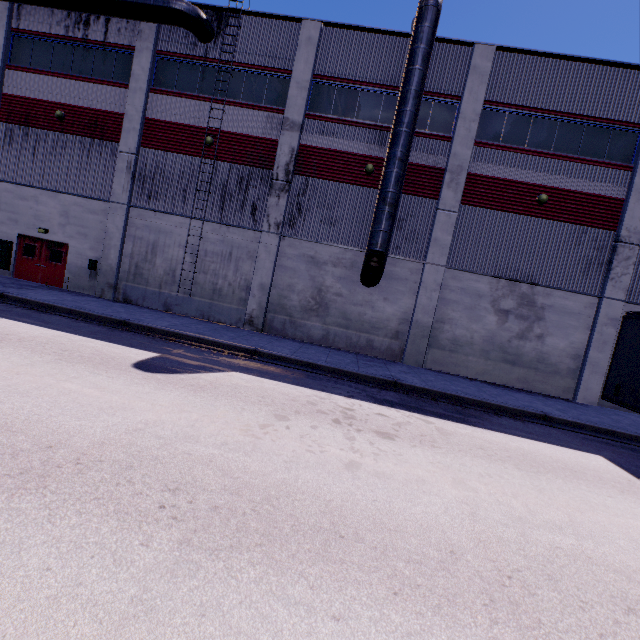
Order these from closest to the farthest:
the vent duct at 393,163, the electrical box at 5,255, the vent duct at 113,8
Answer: the vent duct at 393,163 < the vent duct at 113,8 < the electrical box at 5,255

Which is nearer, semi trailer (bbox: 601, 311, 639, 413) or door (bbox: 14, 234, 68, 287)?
semi trailer (bbox: 601, 311, 639, 413)

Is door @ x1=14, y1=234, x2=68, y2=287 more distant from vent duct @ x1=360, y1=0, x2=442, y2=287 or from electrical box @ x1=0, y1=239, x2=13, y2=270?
vent duct @ x1=360, y1=0, x2=442, y2=287

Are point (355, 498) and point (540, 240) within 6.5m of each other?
no

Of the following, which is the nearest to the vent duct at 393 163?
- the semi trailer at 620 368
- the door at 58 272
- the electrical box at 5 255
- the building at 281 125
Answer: the building at 281 125

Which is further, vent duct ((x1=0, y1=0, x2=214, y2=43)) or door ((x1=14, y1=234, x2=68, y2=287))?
door ((x1=14, y1=234, x2=68, y2=287))

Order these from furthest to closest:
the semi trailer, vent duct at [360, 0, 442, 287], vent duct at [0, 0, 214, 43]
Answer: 1. vent duct at [0, 0, 214, 43]
2. vent duct at [360, 0, 442, 287]
3. the semi trailer

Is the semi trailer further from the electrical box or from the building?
the electrical box
